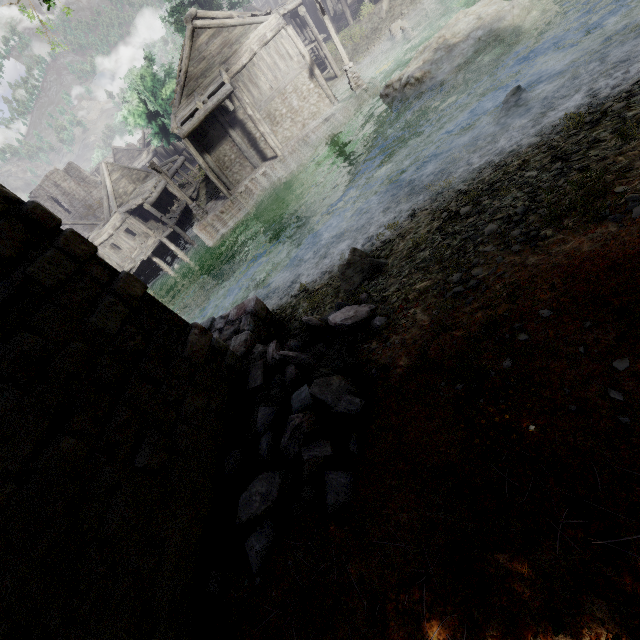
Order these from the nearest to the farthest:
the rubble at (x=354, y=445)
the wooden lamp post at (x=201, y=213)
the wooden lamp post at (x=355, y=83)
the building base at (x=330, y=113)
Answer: the rubble at (x=354, y=445) < the wooden lamp post at (x=355, y=83) < the building base at (x=330, y=113) < the wooden lamp post at (x=201, y=213)

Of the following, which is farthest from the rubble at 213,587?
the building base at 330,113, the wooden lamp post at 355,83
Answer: the wooden lamp post at 355,83

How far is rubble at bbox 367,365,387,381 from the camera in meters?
4.4

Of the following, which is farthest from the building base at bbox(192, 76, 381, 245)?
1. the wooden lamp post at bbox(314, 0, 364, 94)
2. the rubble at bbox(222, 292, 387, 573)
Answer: the rubble at bbox(222, 292, 387, 573)

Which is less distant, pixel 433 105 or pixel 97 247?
pixel 97 247

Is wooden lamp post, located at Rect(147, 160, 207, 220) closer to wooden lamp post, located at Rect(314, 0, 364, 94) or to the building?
the building

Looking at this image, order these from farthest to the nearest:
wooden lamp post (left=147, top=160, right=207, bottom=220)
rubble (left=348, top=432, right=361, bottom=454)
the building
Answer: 1. wooden lamp post (left=147, top=160, right=207, bottom=220)
2. rubble (left=348, top=432, right=361, bottom=454)
3. the building
